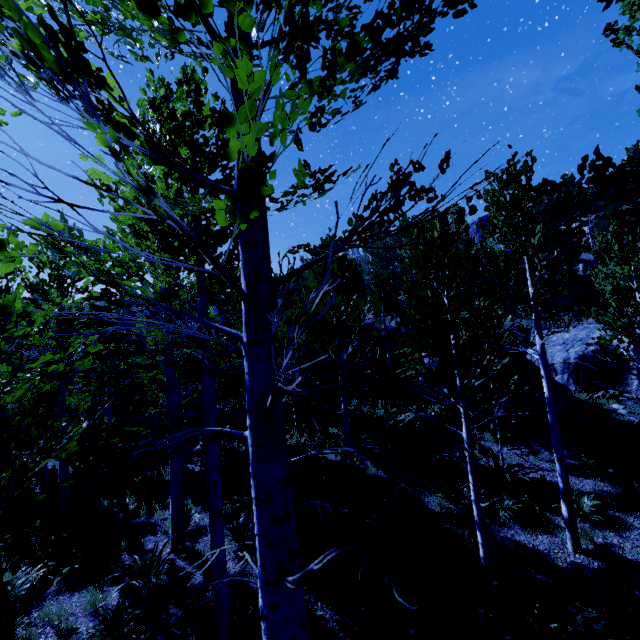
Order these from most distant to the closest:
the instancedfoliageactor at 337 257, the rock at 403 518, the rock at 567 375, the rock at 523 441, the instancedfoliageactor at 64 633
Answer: the rock at 523 441 < the rock at 567 375 < the rock at 403 518 < the instancedfoliageactor at 64 633 < the instancedfoliageactor at 337 257

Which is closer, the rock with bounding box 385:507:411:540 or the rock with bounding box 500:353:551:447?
the rock with bounding box 385:507:411:540

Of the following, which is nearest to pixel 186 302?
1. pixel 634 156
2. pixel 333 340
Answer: pixel 333 340

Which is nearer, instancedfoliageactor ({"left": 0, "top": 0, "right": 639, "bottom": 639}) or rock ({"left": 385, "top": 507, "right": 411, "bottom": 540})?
instancedfoliageactor ({"left": 0, "top": 0, "right": 639, "bottom": 639})

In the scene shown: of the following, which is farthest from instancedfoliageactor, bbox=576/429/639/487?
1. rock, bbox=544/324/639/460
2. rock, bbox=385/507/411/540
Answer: rock, bbox=385/507/411/540

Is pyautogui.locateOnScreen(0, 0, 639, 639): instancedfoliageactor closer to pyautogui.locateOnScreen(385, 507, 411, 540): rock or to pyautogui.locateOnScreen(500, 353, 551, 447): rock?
pyautogui.locateOnScreen(500, 353, 551, 447): rock

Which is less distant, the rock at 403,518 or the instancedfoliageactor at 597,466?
the rock at 403,518
